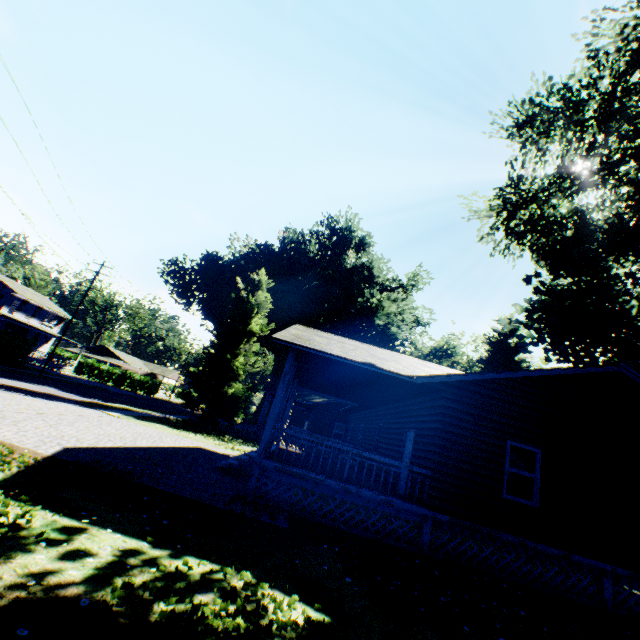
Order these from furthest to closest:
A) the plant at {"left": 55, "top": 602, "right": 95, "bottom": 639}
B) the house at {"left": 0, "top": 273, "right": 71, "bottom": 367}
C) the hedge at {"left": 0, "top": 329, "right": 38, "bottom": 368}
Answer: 1. the house at {"left": 0, "top": 273, "right": 71, "bottom": 367}
2. the hedge at {"left": 0, "top": 329, "right": 38, "bottom": 368}
3. the plant at {"left": 55, "top": 602, "right": 95, "bottom": 639}

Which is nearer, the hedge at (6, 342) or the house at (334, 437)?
the house at (334, 437)

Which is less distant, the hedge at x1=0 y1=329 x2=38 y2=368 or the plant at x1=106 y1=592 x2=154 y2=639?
the plant at x1=106 y1=592 x2=154 y2=639

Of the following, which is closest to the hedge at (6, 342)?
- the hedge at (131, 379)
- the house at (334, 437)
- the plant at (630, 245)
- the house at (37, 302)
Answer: the house at (37, 302)

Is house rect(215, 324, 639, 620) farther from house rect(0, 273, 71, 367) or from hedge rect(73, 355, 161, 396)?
house rect(0, 273, 71, 367)

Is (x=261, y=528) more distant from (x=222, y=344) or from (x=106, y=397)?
(x=106, y=397)

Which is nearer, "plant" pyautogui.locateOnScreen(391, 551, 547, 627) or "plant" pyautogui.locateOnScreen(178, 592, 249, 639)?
"plant" pyautogui.locateOnScreen(178, 592, 249, 639)
